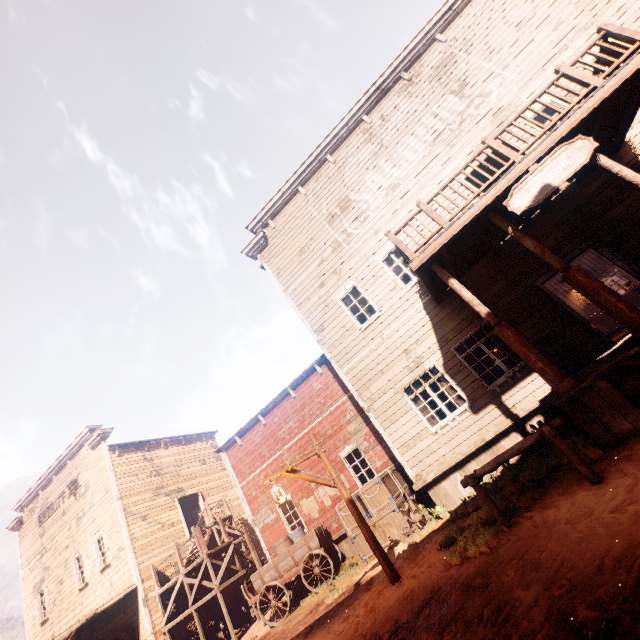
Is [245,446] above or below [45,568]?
below

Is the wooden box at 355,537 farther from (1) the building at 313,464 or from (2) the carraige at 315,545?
(2) the carraige at 315,545

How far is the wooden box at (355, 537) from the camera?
10.3m

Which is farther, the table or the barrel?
the table

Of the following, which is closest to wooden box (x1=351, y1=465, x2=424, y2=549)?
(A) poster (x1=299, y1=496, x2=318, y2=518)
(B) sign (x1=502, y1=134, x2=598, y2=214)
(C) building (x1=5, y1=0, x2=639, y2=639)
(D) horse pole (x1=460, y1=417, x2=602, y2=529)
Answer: (C) building (x1=5, y1=0, x2=639, y2=639)

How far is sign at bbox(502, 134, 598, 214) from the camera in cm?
611

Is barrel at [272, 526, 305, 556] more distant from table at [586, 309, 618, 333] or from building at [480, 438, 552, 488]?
table at [586, 309, 618, 333]

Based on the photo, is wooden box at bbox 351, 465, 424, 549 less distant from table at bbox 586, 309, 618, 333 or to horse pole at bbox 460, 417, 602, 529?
horse pole at bbox 460, 417, 602, 529
